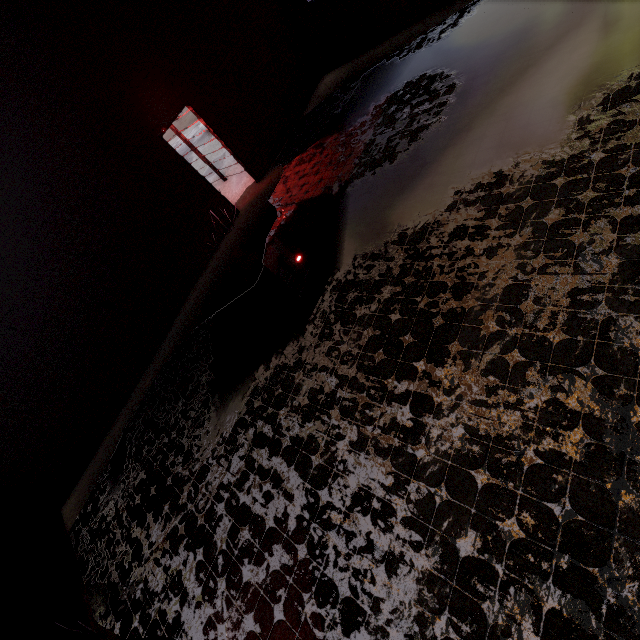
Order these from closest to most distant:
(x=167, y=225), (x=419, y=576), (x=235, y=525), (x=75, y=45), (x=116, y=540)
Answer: (x=419, y=576)
(x=235, y=525)
(x=116, y=540)
(x=75, y=45)
(x=167, y=225)
